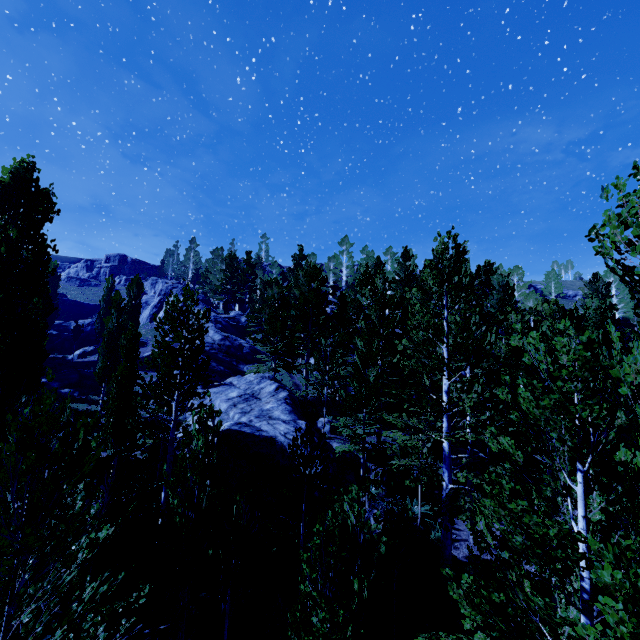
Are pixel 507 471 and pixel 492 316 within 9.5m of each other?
yes

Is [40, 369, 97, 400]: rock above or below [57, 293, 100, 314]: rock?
below

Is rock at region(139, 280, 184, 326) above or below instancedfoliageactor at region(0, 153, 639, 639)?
above

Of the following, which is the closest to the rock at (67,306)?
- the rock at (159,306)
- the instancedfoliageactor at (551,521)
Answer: the instancedfoliageactor at (551,521)

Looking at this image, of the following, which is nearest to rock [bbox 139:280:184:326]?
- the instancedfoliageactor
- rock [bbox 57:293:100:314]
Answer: the instancedfoliageactor

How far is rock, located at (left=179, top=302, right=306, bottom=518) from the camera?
13.5m
